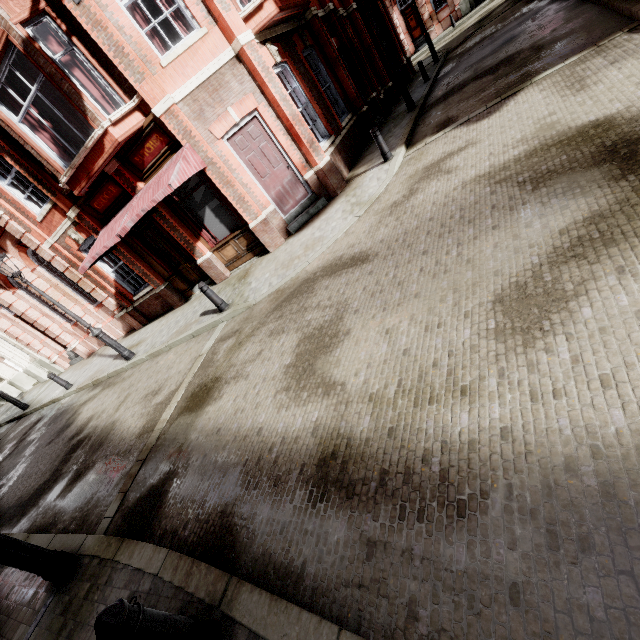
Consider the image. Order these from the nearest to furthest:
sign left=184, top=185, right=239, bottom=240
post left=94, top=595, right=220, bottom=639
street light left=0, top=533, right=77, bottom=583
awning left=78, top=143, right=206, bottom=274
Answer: post left=94, top=595, right=220, bottom=639
street light left=0, top=533, right=77, bottom=583
awning left=78, top=143, right=206, bottom=274
sign left=184, top=185, right=239, bottom=240

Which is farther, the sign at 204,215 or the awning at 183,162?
the sign at 204,215

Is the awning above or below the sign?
above

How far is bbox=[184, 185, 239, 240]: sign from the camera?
9.62m

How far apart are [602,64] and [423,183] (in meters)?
3.54

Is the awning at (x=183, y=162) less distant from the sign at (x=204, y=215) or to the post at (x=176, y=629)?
the sign at (x=204, y=215)

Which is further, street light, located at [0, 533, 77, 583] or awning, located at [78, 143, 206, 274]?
awning, located at [78, 143, 206, 274]

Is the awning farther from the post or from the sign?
the post
